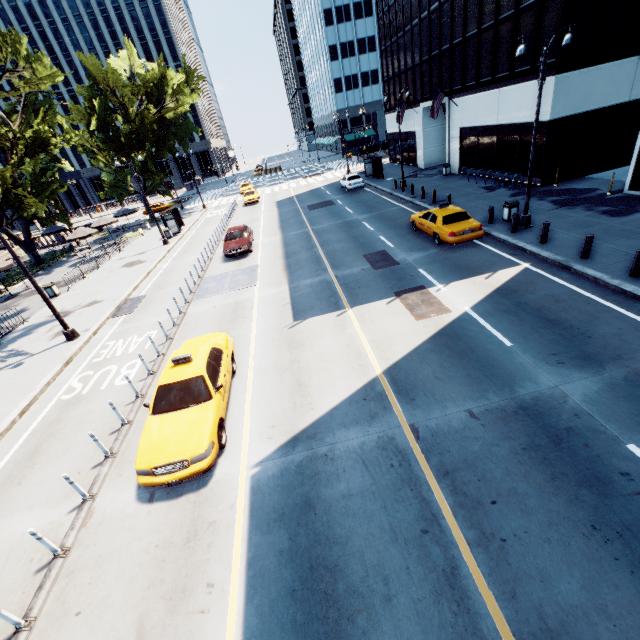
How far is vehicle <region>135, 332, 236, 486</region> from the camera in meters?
7.0

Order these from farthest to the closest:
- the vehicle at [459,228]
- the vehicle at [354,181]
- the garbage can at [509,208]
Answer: the vehicle at [354,181]
the garbage can at [509,208]
the vehicle at [459,228]

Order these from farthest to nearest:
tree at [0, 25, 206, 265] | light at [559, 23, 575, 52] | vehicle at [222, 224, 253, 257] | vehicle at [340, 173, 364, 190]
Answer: vehicle at [340, 173, 364, 190] < tree at [0, 25, 206, 265] < vehicle at [222, 224, 253, 257] < light at [559, 23, 575, 52]

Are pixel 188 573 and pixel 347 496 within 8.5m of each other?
yes

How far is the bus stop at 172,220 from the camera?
31.1 meters

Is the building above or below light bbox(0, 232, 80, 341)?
above

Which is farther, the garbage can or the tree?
the tree

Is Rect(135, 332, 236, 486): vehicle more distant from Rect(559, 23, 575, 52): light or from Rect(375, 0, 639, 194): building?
Rect(375, 0, 639, 194): building
